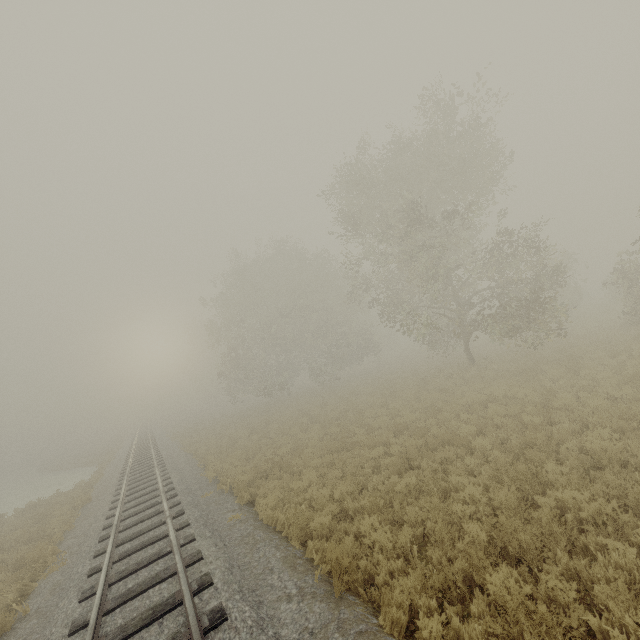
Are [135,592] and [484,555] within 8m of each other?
yes
